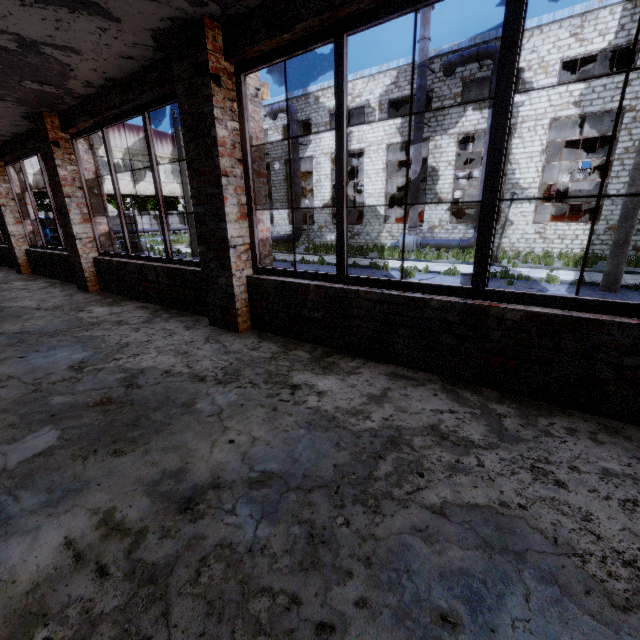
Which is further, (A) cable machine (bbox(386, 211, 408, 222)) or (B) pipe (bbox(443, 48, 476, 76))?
(A) cable machine (bbox(386, 211, 408, 222))

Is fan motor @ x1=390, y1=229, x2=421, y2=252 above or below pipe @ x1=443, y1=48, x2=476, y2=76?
below

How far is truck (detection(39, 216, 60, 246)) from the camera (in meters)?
28.10

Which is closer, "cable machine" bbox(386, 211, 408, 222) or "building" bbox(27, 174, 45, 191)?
"building" bbox(27, 174, 45, 191)

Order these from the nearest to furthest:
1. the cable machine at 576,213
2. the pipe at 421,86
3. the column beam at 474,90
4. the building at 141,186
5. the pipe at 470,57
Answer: the pipe at 470,57 < the pipe at 421,86 < the cable machine at 576,213 < the column beam at 474,90 < the building at 141,186

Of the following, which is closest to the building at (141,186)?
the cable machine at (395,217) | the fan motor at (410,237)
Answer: the cable machine at (395,217)

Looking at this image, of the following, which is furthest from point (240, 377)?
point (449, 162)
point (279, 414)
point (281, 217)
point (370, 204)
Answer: point (281, 217)

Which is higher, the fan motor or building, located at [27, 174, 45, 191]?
building, located at [27, 174, 45, 191]
